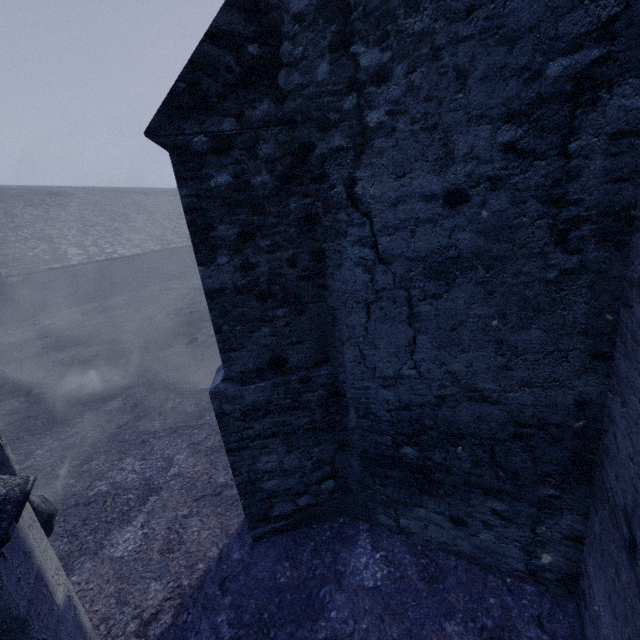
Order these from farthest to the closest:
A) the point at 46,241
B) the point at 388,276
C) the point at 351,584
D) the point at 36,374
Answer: the point at 46,241 → the point at 36,374 → the point at 351,584 → the point at 388,276
